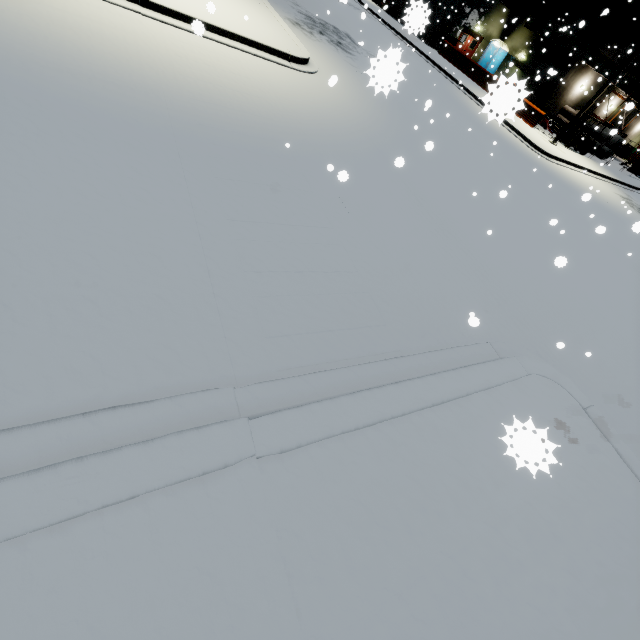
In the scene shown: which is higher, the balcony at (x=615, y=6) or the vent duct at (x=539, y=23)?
the balcony at (x=615, y=6)

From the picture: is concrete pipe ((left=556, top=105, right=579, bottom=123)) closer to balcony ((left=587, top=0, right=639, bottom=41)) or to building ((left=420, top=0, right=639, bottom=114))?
building ((left=420, top=0, right=639, bottom=114))

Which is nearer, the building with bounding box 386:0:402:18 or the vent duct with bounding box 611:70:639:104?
the vent duct with bounding box 611:70:639:104

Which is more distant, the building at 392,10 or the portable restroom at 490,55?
the building at 392,10

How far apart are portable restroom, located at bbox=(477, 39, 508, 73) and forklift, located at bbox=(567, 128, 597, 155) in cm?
1206

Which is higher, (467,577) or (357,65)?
(467,577)

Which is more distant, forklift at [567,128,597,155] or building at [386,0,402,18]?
building at [386,0,402,18]

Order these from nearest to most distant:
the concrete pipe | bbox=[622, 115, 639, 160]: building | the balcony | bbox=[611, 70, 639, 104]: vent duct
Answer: the balcony
bbox=[611, 70, 639, 104]: vent duct
the concrete pipe
bbox=[622, 115, 639, 160]: building
